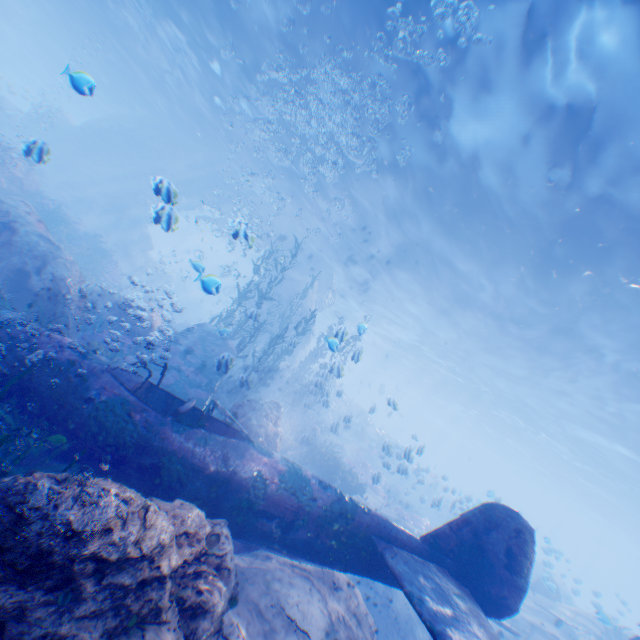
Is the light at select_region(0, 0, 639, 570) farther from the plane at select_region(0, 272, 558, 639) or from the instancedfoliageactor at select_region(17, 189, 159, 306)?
the plane at select_region(0, 272, 558, 639)

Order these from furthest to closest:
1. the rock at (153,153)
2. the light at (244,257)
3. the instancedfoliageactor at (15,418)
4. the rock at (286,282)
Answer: the light at (244,257) → the rock at (286,282) → the rock at (153,153) → the instancedfoliageactor at (15,418)

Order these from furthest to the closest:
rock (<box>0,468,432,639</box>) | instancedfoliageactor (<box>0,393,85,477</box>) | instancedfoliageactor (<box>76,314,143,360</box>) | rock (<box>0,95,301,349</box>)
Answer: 1. instancedfoliageactor (<box>76,314,143,360</box>)
2. rock (<box>0,95,301,349</box>)
3. instancedfoliageactor (<box>0,393,85,477</box>)
4. rock (<box>0,468,432,639</box>)

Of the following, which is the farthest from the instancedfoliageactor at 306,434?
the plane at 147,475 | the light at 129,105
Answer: the light at 129,105

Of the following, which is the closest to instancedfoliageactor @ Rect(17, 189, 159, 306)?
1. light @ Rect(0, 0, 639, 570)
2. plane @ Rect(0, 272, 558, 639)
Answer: plane @ Rect(0, 272, 558, 639)

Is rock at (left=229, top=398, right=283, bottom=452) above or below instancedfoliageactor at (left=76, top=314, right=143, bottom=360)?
above

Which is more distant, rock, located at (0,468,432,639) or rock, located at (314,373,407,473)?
rock, located at (314,373,407,473)

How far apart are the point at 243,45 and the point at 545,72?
12.1m
